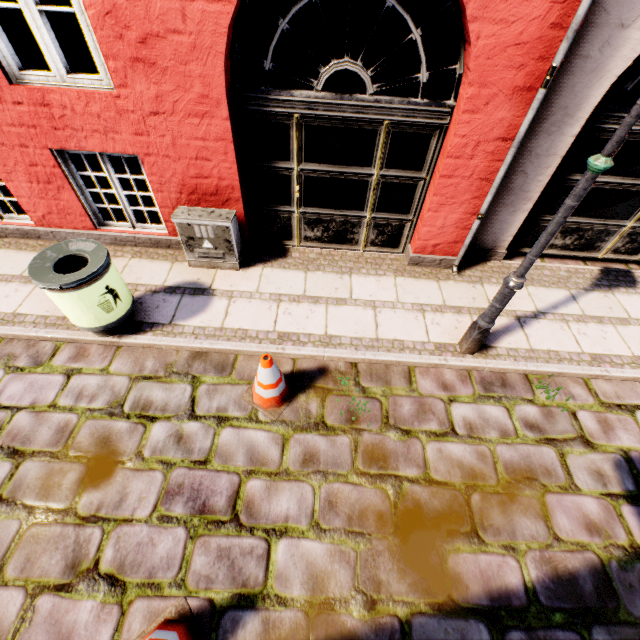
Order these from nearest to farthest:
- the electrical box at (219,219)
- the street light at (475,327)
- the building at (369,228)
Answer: the street light at (475,327)
the building at (369,228)
the electrical box at (219,219)

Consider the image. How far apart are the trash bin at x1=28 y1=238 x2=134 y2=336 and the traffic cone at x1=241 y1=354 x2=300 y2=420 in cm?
169

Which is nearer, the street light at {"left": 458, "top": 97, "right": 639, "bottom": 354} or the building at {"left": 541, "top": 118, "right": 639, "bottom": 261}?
the street light at {"left": 458, "top": 97, "right": 639, "bottom": 354}

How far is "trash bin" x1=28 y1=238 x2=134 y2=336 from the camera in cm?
319

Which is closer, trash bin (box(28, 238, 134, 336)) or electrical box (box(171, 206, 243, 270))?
trash bin (box(28, 238, 134, 336))

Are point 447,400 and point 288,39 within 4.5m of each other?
no

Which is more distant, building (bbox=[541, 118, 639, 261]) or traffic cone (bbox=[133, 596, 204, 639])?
building (bbox=[541, 118, 639, 261])

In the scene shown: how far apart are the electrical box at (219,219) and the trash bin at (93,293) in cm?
89
